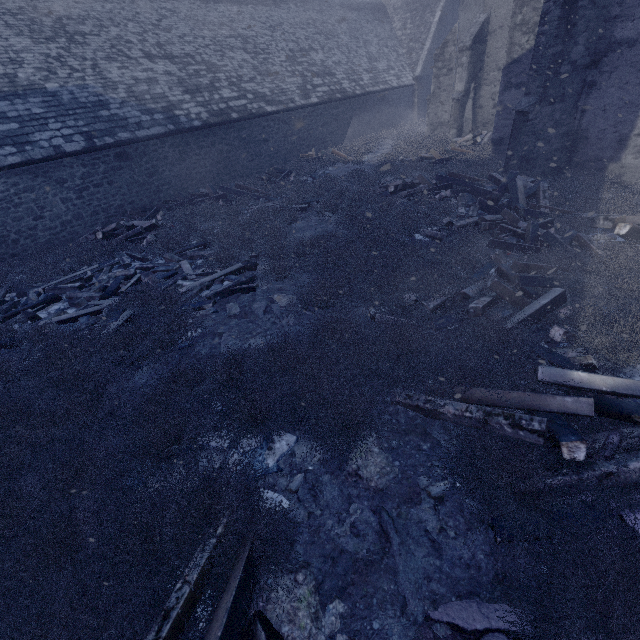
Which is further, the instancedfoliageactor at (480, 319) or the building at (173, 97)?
the building at (173, 97)

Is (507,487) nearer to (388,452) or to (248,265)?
(388,452)

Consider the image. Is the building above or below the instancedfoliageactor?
above

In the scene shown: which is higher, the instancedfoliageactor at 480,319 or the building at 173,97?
the building at 173,97

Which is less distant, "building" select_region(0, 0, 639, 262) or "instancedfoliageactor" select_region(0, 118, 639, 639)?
"instancedfoliageactor" select_region(0, 118, 639, 639)
